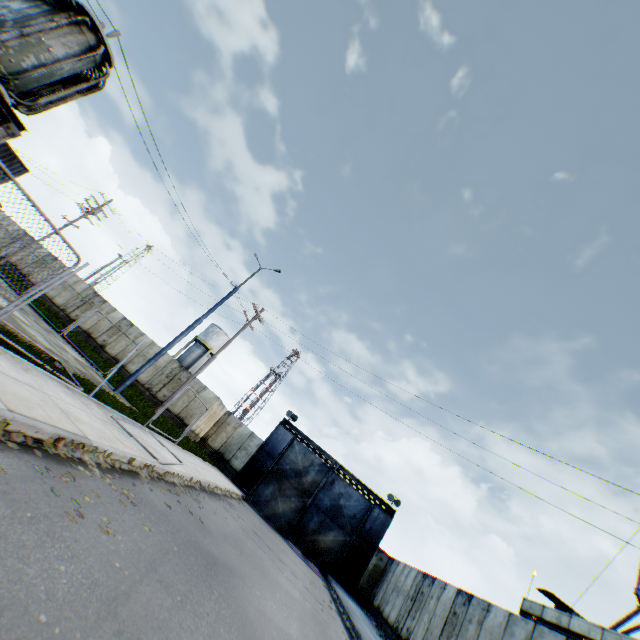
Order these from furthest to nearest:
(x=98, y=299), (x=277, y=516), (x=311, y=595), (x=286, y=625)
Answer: (x=98, y=299) < (x=277, y=516) < (x=311, y=595) < (x=286, y=625)

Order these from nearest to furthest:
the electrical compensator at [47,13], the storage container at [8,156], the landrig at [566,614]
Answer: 1. the electrical compensator at [47,13]
2. the landrig at [566,614]
3. the storage container at [8,156]

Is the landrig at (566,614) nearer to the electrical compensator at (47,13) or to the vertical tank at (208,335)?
the electrical compensator at (47,13)

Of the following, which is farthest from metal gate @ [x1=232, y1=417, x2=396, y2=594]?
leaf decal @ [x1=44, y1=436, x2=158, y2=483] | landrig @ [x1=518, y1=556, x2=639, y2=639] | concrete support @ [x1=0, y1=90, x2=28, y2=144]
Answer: concrete support @ [x1=0, y1=90, x2=28, y2=144]

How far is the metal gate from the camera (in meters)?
22.45

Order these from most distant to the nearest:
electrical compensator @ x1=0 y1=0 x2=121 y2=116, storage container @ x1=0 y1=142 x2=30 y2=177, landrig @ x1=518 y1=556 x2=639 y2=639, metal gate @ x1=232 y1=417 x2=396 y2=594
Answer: metal gate @ x1=232 y1=417 x2=396 y2=594 → storage container @ x1=0 y1=142 x2=30 y2=177 → landrig @ x1=518 y1=556 x2=639 y2=639 → electrical compensator @ x1=0 y1=0 x2=121 y2=116

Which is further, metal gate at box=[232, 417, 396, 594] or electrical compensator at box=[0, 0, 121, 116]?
metal gate at box=[232, 417, 396, 594]

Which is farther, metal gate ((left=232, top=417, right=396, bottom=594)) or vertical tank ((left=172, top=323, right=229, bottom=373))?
vertical tank ((left=172, top=323, right=229, bottom=373))
